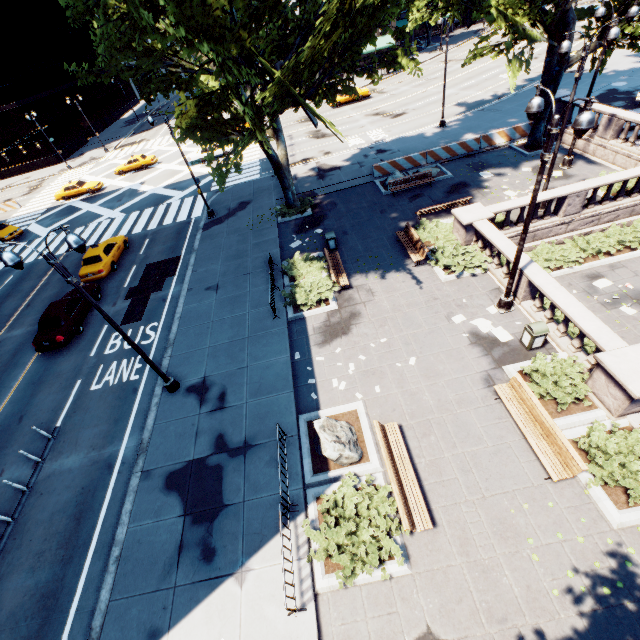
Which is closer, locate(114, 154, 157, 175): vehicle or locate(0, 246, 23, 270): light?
locate(0, 246, 23, 270): light

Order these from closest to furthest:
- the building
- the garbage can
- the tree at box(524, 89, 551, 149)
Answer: the garbage can → the tree at box(524, 89, 551, 149) → the building

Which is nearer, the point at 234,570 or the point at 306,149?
the point at 234,570

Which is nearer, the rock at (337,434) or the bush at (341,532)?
the bush at (341,532)

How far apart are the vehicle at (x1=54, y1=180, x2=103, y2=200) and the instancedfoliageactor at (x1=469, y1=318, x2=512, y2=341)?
41.58m

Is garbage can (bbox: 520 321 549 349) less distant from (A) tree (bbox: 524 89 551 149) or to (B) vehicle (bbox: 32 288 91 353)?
(A) tree (bbox: 524 89 551 149)

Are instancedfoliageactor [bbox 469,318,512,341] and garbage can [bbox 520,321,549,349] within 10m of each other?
yes

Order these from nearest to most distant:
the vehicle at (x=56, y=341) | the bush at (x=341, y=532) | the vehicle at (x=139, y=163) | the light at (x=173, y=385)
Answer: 1. the bush at (x=341, y=532)
2. the light at (x=173, y=385)
3. the vehicle at (x=56, y=341)
4. the vehicle at (x=139, y=163)
